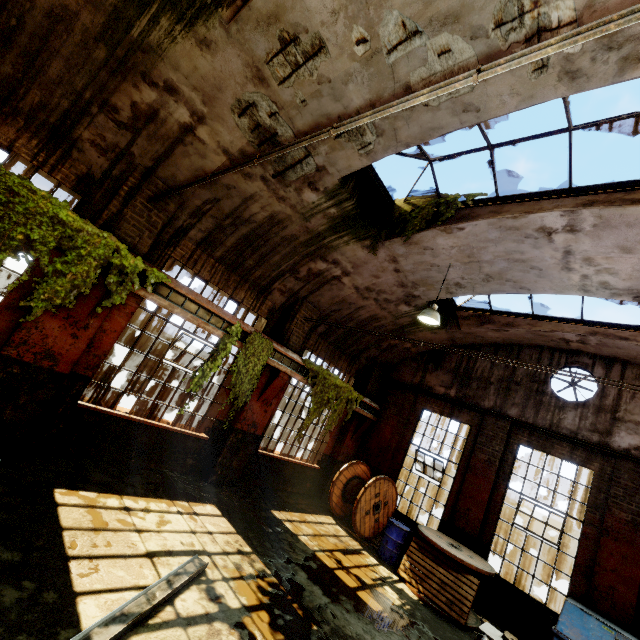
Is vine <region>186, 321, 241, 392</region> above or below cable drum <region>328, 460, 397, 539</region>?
above

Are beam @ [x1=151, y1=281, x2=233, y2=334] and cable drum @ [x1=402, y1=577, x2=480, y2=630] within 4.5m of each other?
no

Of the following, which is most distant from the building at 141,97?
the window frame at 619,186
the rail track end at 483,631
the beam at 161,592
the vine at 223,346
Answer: the rail track end at 483,631

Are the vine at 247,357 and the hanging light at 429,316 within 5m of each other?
yes

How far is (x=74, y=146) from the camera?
5.7 meters

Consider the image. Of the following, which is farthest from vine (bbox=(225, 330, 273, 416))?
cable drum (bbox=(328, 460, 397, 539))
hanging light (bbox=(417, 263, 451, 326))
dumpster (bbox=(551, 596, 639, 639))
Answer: dumpster (bbox=(551, 596, 639, 639))

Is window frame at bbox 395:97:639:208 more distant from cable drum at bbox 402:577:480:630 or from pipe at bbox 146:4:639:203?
cable drum at bbox 402:577:480:630

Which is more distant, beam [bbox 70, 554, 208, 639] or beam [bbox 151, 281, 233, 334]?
beam [bbox 151, 281, 233, 334]
